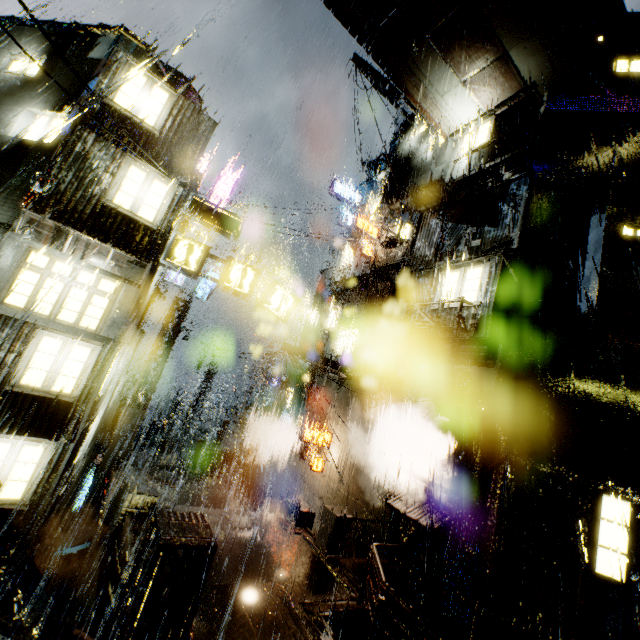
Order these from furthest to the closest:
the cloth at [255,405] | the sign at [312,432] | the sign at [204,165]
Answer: the cloth at [255,405] → the sign at [204,165] → the sign at [312,432]

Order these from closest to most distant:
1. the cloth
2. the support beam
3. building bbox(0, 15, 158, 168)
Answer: the support beam → building bbox(0, 15, 158, 168) → the cloth

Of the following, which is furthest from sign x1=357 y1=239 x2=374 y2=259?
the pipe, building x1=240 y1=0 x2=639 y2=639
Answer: the pipe

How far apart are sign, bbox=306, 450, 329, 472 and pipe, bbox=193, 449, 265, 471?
6.77m

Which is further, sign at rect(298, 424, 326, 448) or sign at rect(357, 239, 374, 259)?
sign at rect(357, 239, 374, 259)

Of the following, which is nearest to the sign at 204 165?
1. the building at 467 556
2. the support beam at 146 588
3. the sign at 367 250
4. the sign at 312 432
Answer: the building at 467 556

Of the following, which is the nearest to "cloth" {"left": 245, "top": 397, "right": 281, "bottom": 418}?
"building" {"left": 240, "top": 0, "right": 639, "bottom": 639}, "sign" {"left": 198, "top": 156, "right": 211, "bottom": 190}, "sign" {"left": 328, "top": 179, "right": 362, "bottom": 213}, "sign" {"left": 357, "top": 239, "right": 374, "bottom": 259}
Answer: "building" {"left": 240, "top": 0, "right": 639, "bottom": 639}

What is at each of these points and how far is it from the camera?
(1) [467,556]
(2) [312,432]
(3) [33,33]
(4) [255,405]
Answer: (1) building, 10.5 meters
(2) sign, 17.3 meters
(3) building, 11.9 meters
(4) cloth, 24.8 meters
